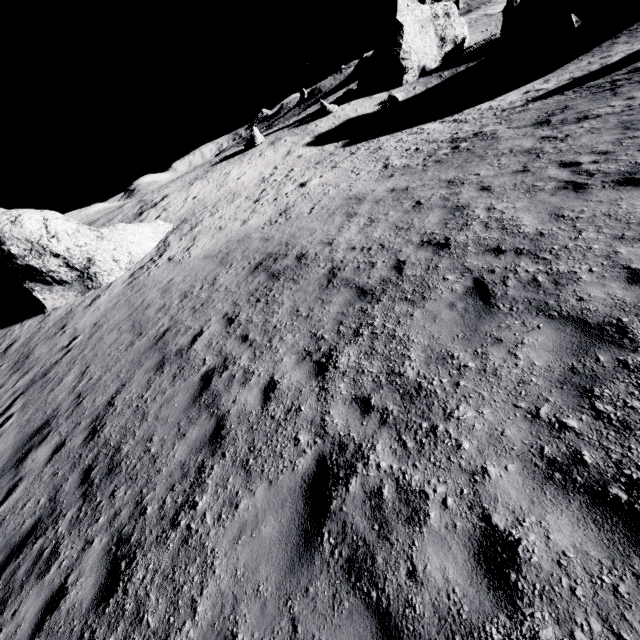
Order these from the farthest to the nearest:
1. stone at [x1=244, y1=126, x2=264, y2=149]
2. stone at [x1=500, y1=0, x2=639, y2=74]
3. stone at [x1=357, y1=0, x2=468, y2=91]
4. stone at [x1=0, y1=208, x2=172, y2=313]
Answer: stone at [x1=357, y1=0, x2=468, y2=91]
stone at [x1=244, y1=126, x2=264, y2=149]
stone at [x1=500, y1=0, x2=639, y2=74]
stone at [x1=0, y1=208, x2=172, y2=313]

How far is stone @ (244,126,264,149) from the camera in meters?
34.0

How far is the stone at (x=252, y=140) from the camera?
34.03m

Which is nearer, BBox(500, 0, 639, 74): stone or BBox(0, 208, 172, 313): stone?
BBox(0, 208, 172, 313): stone

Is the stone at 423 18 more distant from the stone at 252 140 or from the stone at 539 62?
the stone at 252 140

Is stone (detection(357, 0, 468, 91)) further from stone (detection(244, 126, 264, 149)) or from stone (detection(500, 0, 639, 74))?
stone (detection(244, 126, 264, 149))

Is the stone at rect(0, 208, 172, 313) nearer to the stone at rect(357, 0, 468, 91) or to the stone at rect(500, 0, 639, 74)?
the stone at rect(500, 0, 639, 74)

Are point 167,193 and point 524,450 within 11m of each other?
no
